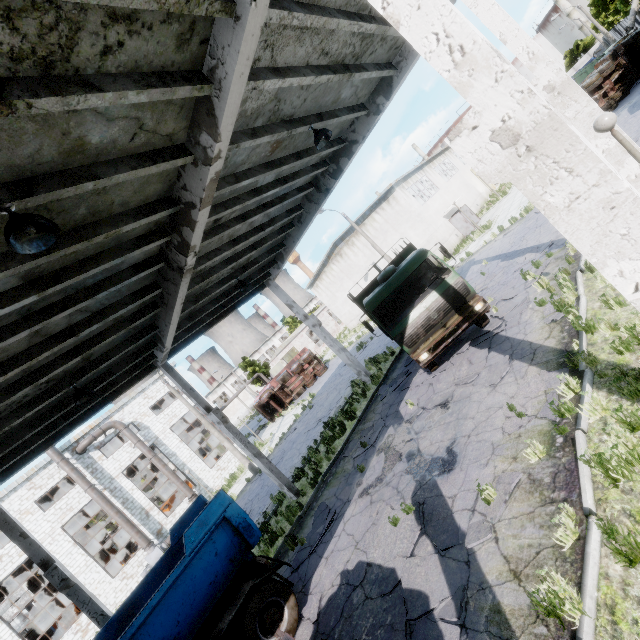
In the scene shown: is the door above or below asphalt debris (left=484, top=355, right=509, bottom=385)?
above

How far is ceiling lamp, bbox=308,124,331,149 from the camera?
7.7 meters

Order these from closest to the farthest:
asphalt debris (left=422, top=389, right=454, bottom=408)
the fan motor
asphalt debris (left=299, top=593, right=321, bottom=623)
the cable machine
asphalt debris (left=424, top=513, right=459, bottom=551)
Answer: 1. asphalt debris (left=424, top=513, right=459, bottom=551)
2. asphalt debris (left=299, top=593, right=321, bottom=623)
3. asphalt debris (left=422, top=389, right=454, bottom=408)
4. the fan motor
5. the cable machine

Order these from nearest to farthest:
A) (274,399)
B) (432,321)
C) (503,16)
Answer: (503,16) → (432,321) → (274,399)

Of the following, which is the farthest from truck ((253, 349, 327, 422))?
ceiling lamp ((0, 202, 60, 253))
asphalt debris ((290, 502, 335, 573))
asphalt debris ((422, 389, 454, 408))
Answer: ceiling lamp ((0, 202, 60, 253))

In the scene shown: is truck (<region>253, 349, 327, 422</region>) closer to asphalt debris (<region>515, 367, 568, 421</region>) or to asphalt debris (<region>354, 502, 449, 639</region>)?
asphalt debris (<region>354, 502, 449, 639</region>)

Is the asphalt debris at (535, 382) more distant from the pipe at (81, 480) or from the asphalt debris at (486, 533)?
the pipe at (81, 480)

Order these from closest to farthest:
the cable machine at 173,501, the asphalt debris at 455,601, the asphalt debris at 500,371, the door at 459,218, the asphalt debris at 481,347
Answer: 1. the asphalt debris at 455,601
2. the asphalt debris at 500,371
3. the asphalt debris at 481,347
4. the cable machine at 173,501
5. the door at 459,218
